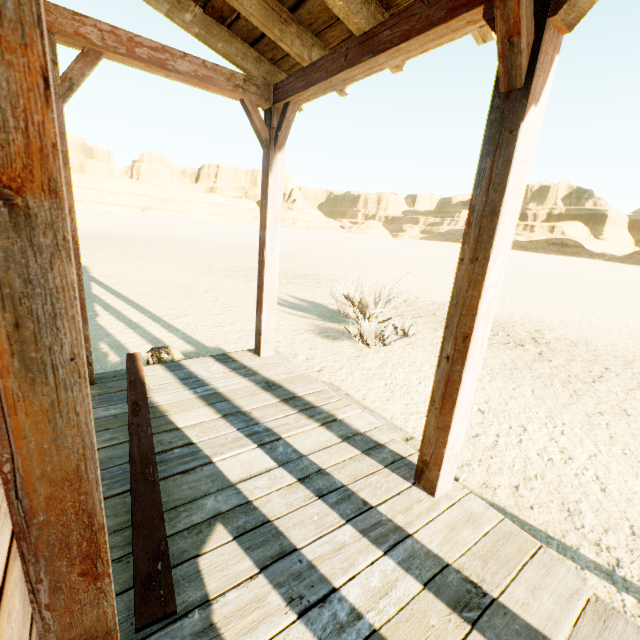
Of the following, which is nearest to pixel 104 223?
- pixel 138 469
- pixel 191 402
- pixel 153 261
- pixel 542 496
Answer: pixel 153 261
